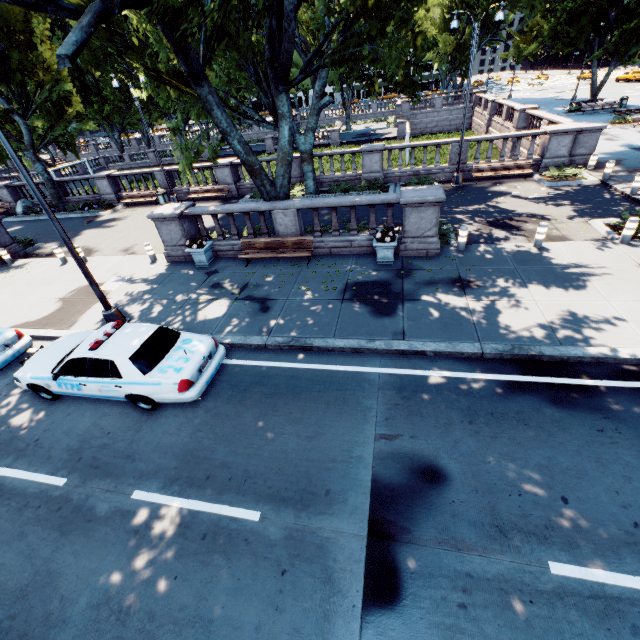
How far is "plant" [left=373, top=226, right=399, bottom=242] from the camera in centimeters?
1081cm

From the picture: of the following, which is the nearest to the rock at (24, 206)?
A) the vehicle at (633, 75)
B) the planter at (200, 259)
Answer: the planter at (200, 259)

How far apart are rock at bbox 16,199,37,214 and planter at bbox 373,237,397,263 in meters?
28.5 m

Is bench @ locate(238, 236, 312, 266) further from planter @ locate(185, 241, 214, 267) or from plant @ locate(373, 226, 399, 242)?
plant @ locate(373, 226, 399, 242)

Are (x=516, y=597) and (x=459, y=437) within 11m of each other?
yes

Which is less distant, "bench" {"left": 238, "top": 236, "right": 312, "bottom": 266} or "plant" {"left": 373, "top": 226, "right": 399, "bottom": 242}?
"plant" {"left": 373, "top": 226, "right": 399, "bottom": 242}

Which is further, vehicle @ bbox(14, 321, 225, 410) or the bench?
the bench

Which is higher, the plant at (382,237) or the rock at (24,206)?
the plant at (382,237)
